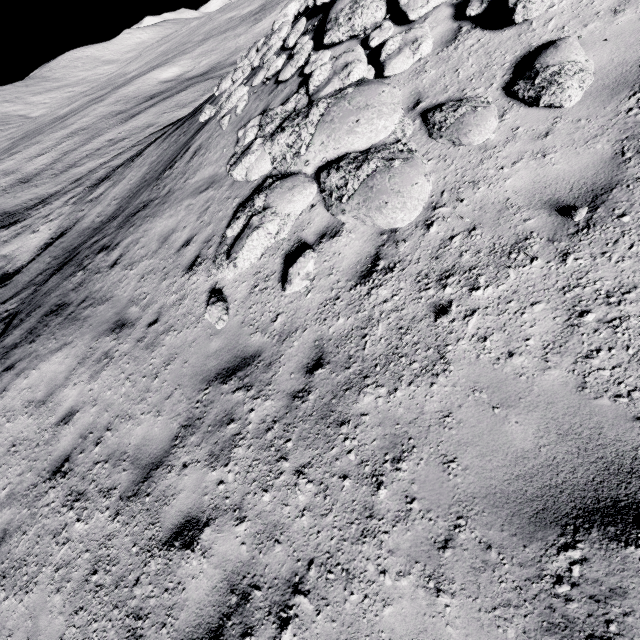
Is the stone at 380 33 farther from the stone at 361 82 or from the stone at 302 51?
the stone at 302 51

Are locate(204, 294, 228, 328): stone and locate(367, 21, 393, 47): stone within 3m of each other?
no

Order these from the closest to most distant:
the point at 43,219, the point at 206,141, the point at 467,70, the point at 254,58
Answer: the point at 467,70
the point at 206,141
the point at 254,58
the point at 43,219

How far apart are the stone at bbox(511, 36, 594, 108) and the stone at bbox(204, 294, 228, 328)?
4.9m

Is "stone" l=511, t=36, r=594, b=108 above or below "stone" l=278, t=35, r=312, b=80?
below

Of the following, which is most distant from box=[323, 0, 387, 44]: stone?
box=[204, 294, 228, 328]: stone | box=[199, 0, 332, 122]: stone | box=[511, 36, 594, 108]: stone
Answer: box=[204, 294, 228, 328]: stone

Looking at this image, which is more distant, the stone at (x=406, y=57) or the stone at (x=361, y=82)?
the stone at (x=406, y=57)

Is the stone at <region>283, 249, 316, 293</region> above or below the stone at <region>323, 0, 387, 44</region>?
below
